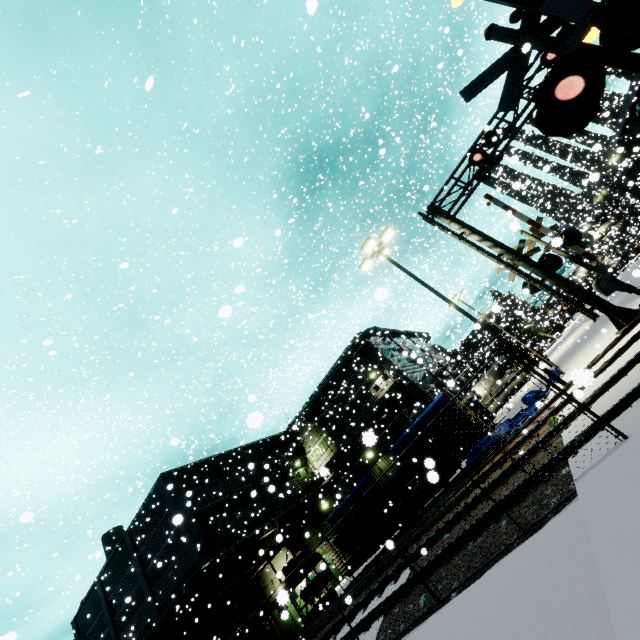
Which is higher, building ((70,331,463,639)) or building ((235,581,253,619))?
building ((70,331,463,639))

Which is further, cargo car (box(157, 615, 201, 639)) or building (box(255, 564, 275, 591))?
building (box(255, 564, 275, 591))

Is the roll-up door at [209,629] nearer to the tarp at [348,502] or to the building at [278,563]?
the building at [278,563]

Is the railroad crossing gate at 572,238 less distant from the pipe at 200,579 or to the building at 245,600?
the building at 245,600

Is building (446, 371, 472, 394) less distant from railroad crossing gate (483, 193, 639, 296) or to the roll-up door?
the roll-up door

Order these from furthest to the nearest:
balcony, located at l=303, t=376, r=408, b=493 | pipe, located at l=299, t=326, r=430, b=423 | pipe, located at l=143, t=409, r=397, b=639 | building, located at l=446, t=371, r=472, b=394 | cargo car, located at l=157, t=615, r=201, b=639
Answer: pipe, located at l=299, t=326, r=430, b=423
balcony, located at l=303, t=376, r=408, b=493
building, located at l=446, t=371, r=472, b=394
pipe, located at l=143, t=409, r=397, b=639
cargo car, located at l=157, t=615, r=201, b=639

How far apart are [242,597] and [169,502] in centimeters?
891cm

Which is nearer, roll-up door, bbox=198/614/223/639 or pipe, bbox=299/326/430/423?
roll-up door, bbox=198/614/223/639
